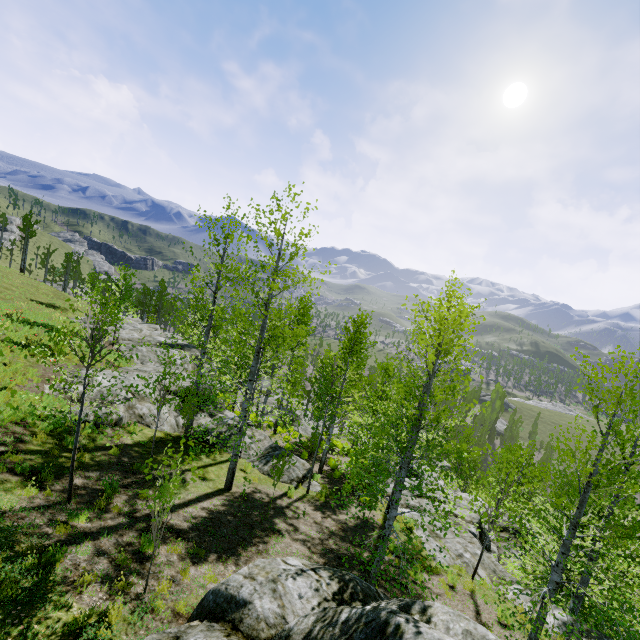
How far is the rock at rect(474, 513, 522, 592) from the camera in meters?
11.9

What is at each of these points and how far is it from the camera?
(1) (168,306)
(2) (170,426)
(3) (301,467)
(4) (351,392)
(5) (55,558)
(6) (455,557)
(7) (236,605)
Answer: (1) instancedfoliageactor, 57.1 meters
(2) rock, 15.6 meters
(3) rock, 16.0 meters
(4) instancedfoliageactor, 14.0 meters
(5) instancedfoliageactor, 5.9 meters
(6) rock, 12.5 meters
(7) rock, 4.7 meters

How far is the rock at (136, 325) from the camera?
13.7 meters

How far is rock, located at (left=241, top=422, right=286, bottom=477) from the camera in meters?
15.2

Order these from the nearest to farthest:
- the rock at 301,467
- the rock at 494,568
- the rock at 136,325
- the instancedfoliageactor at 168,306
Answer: the instancedfoliageactor at 168,306 < the rock at 494,568 < the rock at 136,325 < the rock at 301,467

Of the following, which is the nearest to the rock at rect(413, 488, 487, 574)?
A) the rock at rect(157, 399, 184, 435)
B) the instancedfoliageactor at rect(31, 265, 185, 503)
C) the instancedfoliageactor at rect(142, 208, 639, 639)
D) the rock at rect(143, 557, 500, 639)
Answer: the instancedfoliageactor at rect(31, 265, 185, 503)

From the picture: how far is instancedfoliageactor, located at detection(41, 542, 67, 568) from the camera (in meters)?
5.77
